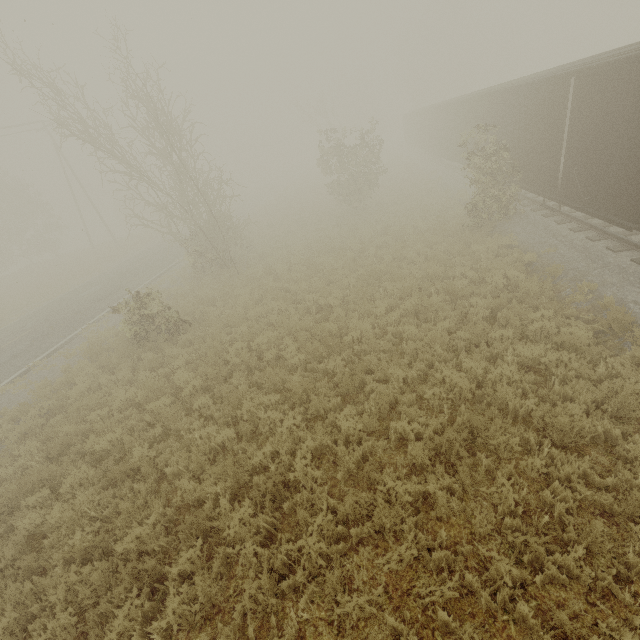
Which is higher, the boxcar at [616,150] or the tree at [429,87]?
the tree at [429,87]

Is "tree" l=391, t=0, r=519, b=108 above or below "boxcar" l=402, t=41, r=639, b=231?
above

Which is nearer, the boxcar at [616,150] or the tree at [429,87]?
the boxcar at [616,150]

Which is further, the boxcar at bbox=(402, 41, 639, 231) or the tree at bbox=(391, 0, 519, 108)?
the tree at bbox=(391, 0, 519, 108)

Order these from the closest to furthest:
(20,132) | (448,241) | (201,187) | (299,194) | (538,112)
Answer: (538,112), (448,241), (201,187), (20,132), (299,194)
